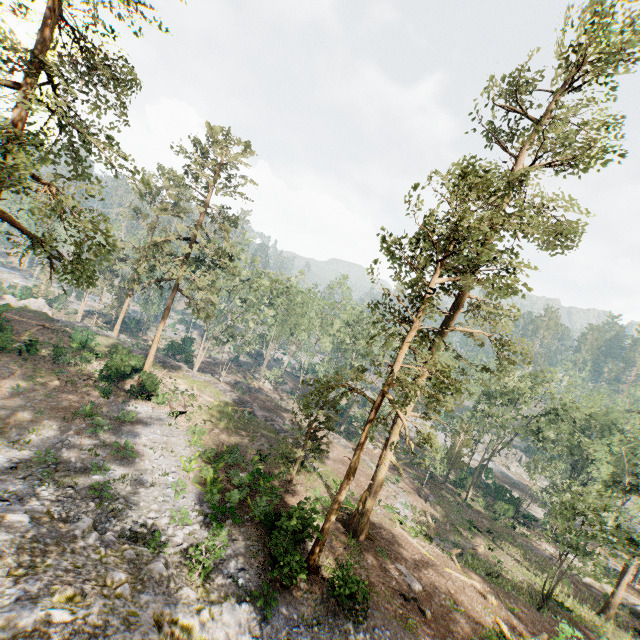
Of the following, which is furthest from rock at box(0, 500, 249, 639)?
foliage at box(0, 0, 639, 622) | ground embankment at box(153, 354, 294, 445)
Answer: ground embankment at box(153, 354, 294, 445)

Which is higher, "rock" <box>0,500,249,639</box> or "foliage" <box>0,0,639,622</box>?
"foliage" <box>0,0,639,622</box>

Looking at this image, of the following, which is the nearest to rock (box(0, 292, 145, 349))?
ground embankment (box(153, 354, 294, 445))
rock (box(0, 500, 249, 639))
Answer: ground embankment (box(153, 354, 294, 445))

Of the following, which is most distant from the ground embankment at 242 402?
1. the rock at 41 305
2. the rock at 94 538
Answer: the rock at 94 538

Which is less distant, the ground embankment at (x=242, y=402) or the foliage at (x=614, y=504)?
the foliage at (x=614, y=504)

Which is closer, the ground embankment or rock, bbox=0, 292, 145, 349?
the ground embankment

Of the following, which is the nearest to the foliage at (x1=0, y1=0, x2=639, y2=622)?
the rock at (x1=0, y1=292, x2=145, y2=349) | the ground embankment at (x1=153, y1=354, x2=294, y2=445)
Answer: the rock at (x1=0, y1=292, x2=145, y2=349)

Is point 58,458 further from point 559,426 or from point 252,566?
point 559,426
